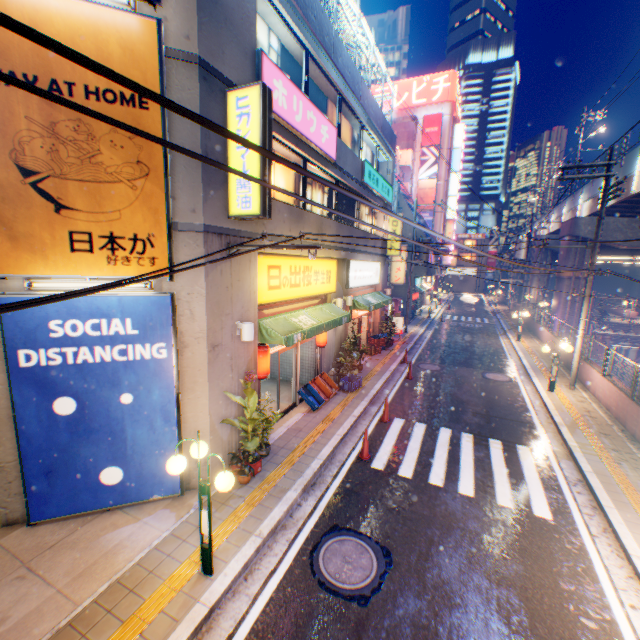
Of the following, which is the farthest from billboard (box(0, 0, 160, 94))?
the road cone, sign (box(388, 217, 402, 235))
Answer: sign (box(388, 217, 402, 235))

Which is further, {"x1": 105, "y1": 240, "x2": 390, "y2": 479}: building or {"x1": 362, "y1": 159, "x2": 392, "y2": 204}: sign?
{"x1": 362, "y1": 159, "x2": 392, "y2": 204}: sign

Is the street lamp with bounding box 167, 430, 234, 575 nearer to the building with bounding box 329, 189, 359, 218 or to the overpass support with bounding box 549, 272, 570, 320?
the building with bounding box 329, 189, 359, 218

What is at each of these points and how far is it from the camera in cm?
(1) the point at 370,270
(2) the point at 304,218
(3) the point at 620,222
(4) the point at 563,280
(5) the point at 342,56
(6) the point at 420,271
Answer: (1) sign, 1780
(2) building, 1012
(3) overpass support, 2334
(4) overpass support, 2584
(5) concrete block, 1141
(6) balcony, 3105

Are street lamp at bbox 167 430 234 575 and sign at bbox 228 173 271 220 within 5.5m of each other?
yes

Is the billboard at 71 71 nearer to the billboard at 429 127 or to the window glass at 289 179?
the window glass at 289 179

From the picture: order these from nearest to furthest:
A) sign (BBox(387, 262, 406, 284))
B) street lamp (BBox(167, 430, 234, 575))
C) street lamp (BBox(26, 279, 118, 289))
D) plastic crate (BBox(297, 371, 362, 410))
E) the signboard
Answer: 1. street lamp (BBox(167, 430, 234, 575))
2. street lamp (BBox(26, 279, 118, 289))
3. plastic crate (BBox(297, 371, 362, 410))
4. sign (BBox(387, 262, 406, 284))
5. the signboard

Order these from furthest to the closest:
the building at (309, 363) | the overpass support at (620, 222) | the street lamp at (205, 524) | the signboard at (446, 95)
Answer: the signboard at (446, 95)
the overpass support at (620, 222)
the building at (309, 363)
the street lamp at (205, 524)
